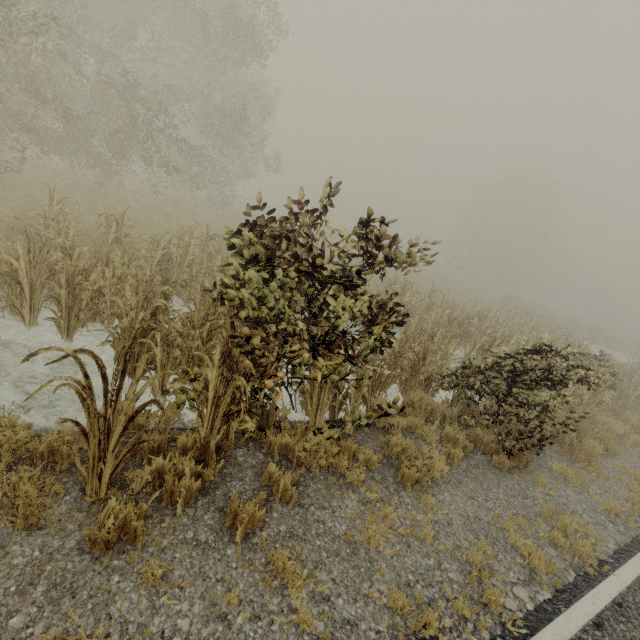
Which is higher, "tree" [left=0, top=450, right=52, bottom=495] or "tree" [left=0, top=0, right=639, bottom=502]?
"tree" [left=0, top=0, right=639, bottom=502]

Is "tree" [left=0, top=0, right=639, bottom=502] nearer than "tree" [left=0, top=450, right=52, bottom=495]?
No

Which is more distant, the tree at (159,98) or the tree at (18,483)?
the tree at (159,98)

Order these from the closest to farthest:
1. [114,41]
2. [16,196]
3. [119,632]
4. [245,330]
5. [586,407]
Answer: [119,632] → [245,330] → [586,407] → [16,196] → [114,41]

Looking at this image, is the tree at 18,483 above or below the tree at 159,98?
below
